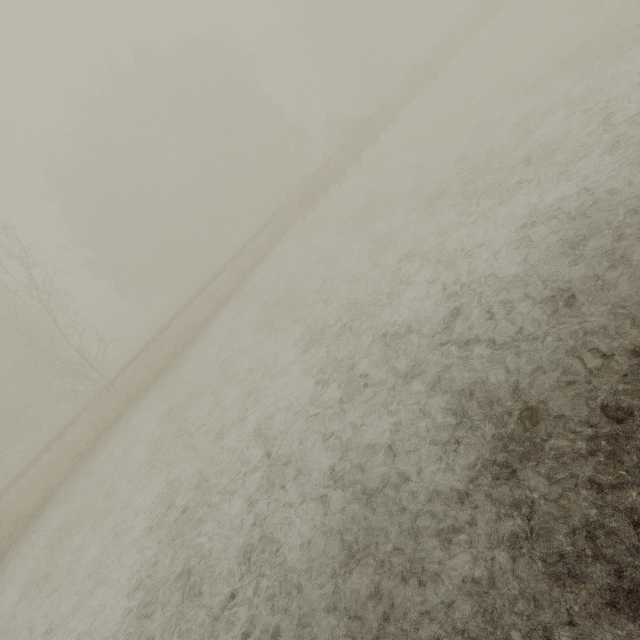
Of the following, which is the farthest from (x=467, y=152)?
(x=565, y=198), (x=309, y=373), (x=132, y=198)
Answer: (x=132, y=198)
